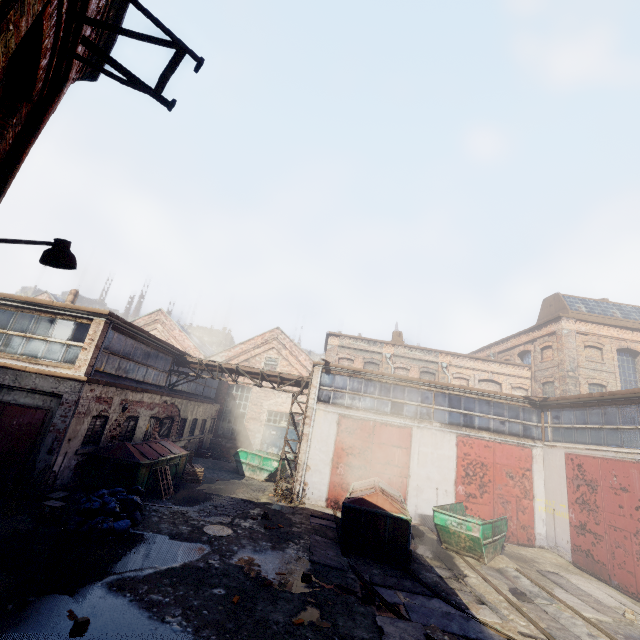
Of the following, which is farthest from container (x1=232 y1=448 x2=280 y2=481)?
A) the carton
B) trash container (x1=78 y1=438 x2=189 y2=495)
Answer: the carton

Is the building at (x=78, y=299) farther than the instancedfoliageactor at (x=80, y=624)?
Yes

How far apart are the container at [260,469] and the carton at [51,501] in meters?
11.0 m

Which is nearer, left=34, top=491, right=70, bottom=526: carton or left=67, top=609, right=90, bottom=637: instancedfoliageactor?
left=67, top=609, right=90, bottom=637: instancedfoliageactor

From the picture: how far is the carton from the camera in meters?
8.6 m

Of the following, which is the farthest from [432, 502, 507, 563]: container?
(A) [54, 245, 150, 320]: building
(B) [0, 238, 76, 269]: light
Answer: (A) [54, 245, 150, 320]: building

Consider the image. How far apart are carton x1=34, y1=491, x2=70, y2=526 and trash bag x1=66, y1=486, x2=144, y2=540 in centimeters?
26cm

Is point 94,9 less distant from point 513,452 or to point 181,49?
point 181,49
